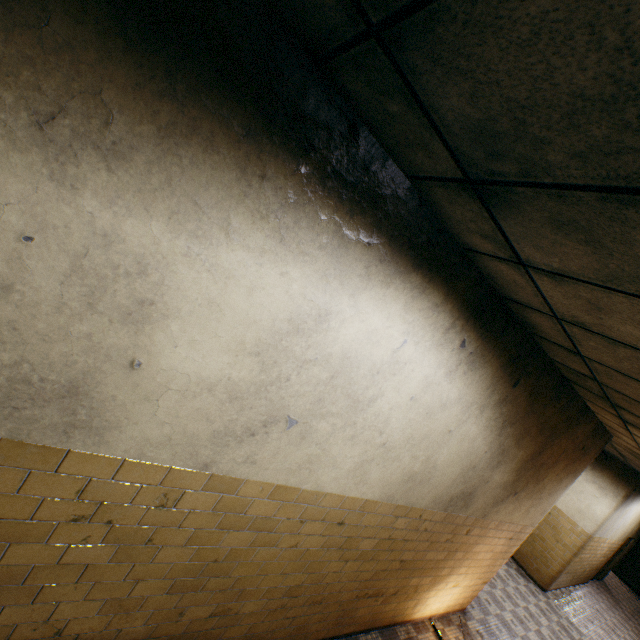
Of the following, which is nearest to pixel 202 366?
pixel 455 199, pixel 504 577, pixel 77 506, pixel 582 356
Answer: pixel 77 506
